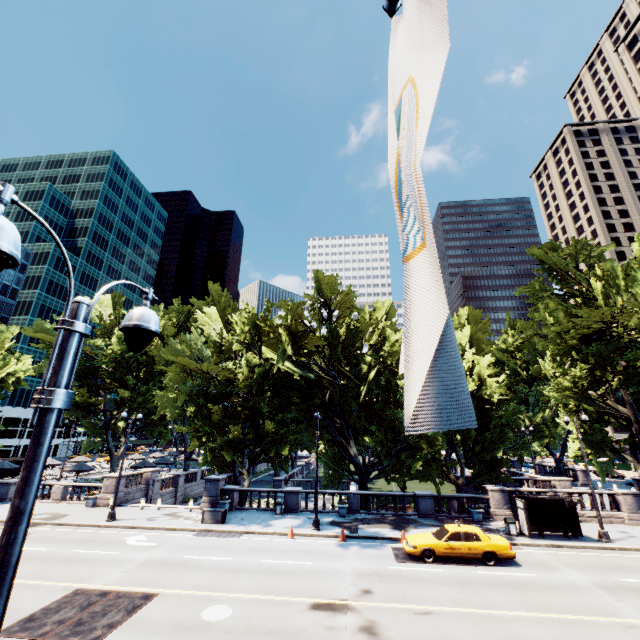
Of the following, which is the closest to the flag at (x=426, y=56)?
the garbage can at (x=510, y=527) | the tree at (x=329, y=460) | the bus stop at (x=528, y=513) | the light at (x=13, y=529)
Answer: the light at (x=13, y=529)

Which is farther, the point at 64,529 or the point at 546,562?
the point at 64,529

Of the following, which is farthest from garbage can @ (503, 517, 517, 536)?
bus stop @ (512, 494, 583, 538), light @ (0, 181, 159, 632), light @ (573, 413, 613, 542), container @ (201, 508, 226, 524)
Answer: light @ (0, 181, 159, 632)

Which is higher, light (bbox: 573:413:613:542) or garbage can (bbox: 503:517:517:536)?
garbage can (bbox: 503:517:517:536)

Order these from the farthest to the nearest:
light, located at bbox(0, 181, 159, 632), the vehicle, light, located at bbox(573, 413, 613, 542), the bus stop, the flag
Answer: the bus stop → light, located at bbox(573, 413, 613, 542) → the vehicle → light, located at bbox(0, 181, 159, 632) → the flag

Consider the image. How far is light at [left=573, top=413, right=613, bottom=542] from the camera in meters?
19.2 m

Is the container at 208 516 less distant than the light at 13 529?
No

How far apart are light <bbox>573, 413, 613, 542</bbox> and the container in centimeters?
2360cm
